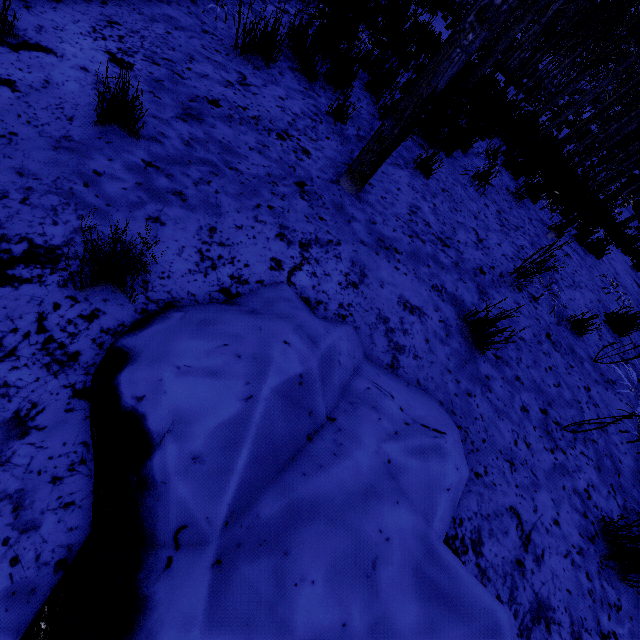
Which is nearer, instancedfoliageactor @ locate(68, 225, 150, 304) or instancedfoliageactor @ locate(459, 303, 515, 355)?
instancedfoliageactor @ locate(68, 225, 150, 304)

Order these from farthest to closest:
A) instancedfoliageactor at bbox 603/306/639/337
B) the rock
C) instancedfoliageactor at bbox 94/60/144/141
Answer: instancedfoliageactor at bbox 603/306/639/337, instancedfoliageactor at bbox 94/60/144/141, the rock

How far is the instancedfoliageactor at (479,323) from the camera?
2.5m

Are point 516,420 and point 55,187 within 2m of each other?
no

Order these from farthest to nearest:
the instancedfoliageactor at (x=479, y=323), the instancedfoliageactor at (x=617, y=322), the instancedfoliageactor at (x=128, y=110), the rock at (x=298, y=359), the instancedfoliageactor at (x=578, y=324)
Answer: the instancedfoliageactor at (x=617, y=322)
the instancedfoliageactor at (x=578, y=324)
the instancedfoliageactor at (x=479, y=323)
the instancedfoliageactor at (x=128, y=110)
the rock at (x=298, y=359)

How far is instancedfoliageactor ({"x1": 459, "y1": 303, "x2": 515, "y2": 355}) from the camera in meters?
2.5 m

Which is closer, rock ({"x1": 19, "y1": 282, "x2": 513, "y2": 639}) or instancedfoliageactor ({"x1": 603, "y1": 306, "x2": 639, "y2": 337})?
rock ({"x1": 19, "y1": 282, "x2": 513, "y2": 639})
